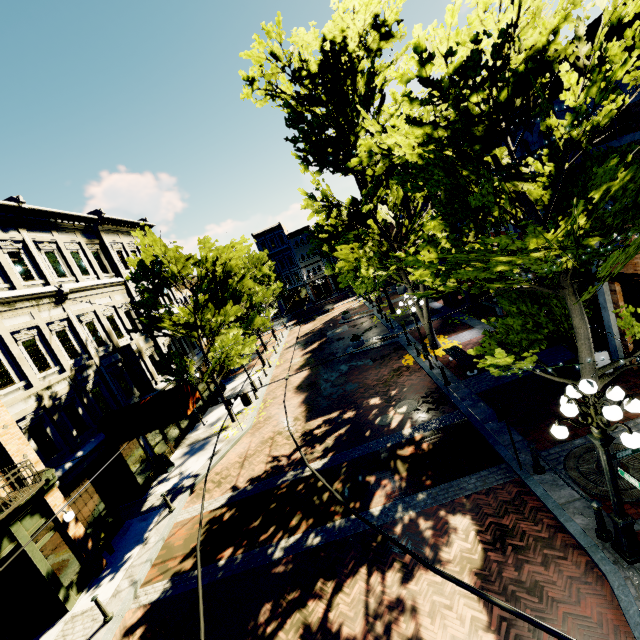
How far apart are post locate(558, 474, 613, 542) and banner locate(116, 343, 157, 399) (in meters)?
17.79

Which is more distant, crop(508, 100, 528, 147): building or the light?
crop(508, 100, 528, 147): building

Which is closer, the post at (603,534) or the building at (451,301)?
the post at (603,534)

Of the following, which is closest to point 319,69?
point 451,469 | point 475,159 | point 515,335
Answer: point 475,159

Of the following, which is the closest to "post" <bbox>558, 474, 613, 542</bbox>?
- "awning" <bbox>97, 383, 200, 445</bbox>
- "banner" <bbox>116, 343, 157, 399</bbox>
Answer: "awning" <bbox>97, 383, 200, 445</bbox>

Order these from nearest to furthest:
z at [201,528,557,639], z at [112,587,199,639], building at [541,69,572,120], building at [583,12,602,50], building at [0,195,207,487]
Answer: z at [201,528,557,639], building at [583,12,602,50], z at [112,587,199,639], building at [541,69,572,120], building at [0,195,207,487]

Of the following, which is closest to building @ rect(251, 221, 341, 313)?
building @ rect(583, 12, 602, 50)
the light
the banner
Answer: building @ rect(583, 12, 602, 50)

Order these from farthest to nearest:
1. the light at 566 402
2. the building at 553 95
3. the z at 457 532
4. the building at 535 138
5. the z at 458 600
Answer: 1. the building at 535 138
2. the building at 553 95
3. the z at 458 600
4. the z at 457 532
5. the light at 566 402
